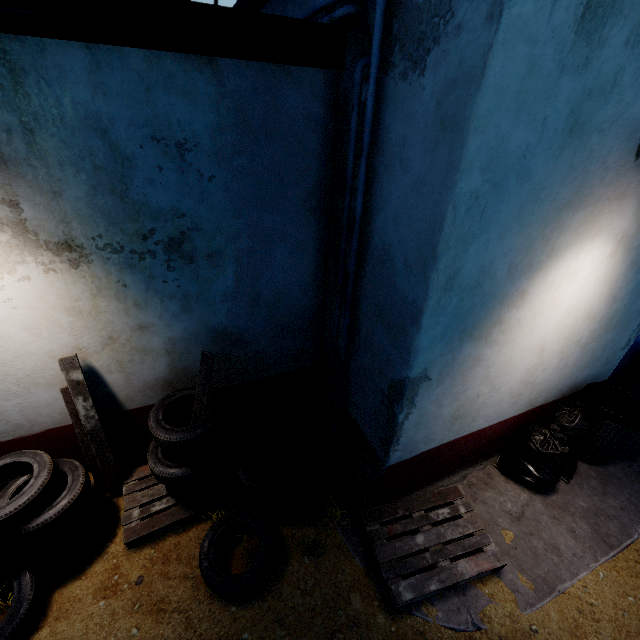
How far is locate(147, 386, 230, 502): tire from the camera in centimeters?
294cm

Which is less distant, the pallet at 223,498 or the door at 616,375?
the pallet at 223,498

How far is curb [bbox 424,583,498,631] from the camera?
2.78m

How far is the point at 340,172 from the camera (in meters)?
2.95

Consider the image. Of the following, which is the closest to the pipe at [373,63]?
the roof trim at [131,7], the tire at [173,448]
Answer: the roof trim at [131,7]

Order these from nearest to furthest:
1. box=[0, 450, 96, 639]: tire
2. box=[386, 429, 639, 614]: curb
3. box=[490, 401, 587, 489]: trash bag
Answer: box=[0, 450, 96, 639]: tire
box=[386, 429, 639, 614]: curb
box=[490, 401, 587, 489]: trash bag

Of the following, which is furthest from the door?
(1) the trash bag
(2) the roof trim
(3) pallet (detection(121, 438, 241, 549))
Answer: (3) pallet (detection(121, 438, 241, 549))

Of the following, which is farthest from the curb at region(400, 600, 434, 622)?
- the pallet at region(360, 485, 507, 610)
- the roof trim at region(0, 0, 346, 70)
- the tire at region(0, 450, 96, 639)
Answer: the roof trim at region(0, 0, 346, 70)
